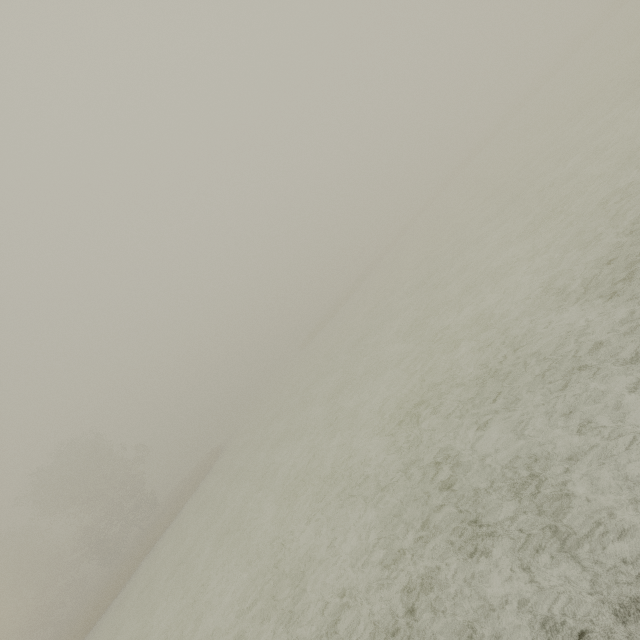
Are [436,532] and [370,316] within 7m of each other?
no
